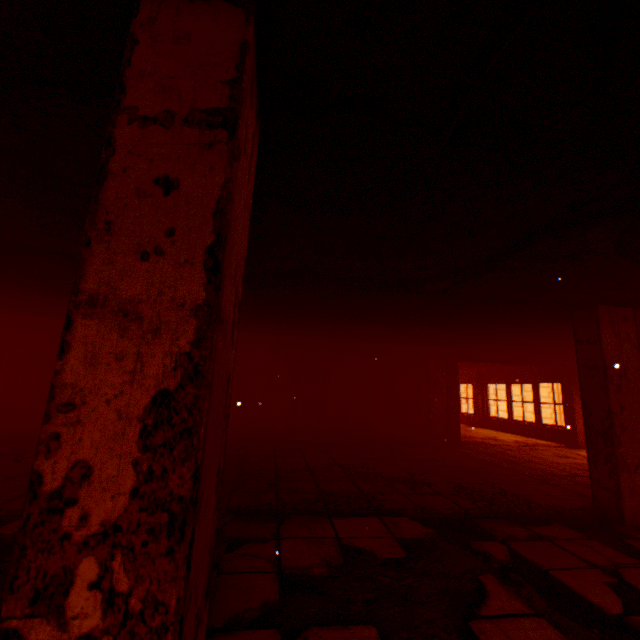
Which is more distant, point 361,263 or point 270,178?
point 361,263

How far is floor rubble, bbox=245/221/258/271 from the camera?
2.9 meters

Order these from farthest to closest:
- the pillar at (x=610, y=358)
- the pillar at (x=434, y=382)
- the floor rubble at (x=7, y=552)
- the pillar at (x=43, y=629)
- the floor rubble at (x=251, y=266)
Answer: the pillar at (x=434, y=382)
the pillar at (x=610, y=358)
the floor rubble at (x=251, y=266)
the floor rubble at (x=7, y=552)
the pillar at (x=43, y=629)

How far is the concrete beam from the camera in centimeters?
901cm

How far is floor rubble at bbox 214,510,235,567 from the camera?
2.5m

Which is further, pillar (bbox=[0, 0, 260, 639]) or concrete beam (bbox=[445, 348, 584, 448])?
concrete beam (bbox=[445, 348, 584, 448])

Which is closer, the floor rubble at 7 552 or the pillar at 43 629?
the pillar at 43 629

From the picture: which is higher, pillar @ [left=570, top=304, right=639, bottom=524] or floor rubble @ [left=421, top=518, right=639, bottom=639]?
pillar @ [left=570, top=304, right=639, bottom=524]
